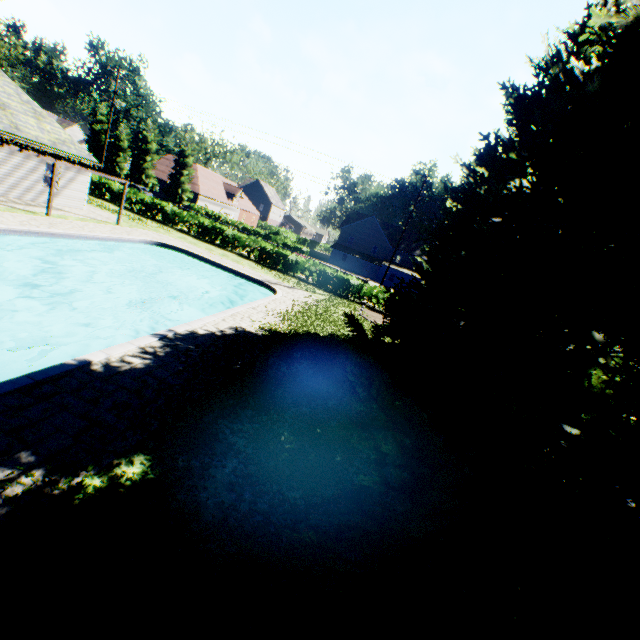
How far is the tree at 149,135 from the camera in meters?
47.7

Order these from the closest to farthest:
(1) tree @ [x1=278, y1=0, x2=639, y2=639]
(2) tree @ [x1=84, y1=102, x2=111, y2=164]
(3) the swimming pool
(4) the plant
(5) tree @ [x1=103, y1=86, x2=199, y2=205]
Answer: (1) tree @ [x1=278, y1=0, x2=639, y2=639] < (4) the plant < (3) the swimming pool < (5) tree @ [x1=103, y1=86, x2=199, y2=205] < (2) tree @ [x1=84, y1=102, x2=111, y2=164]

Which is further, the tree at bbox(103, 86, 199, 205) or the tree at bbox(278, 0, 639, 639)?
the tree at bbox(103, 86, 199, 205)

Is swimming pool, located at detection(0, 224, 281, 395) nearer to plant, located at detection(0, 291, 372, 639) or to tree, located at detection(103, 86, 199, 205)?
plant, located at detection(0, 291, 372, 639)

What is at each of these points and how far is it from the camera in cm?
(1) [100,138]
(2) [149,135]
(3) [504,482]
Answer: (1) tree, 4984
(2) tree, 4784
(3) tree, 144

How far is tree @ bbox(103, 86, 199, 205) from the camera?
47.7 meters

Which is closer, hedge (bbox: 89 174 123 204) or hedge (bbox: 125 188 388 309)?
hedge (bbox: 125 188 388 309)

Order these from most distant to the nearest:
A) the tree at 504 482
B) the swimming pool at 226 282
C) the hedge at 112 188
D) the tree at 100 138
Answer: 1. the tree at 100 138
2. the hedge at 112 188
3. the swimming pool at 226 282
4. the tree at 504 482
